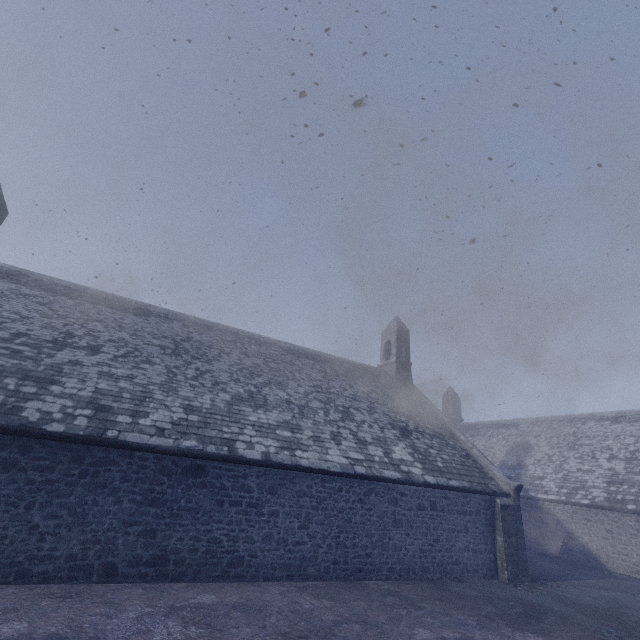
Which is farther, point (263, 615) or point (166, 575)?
point (166, 575)
